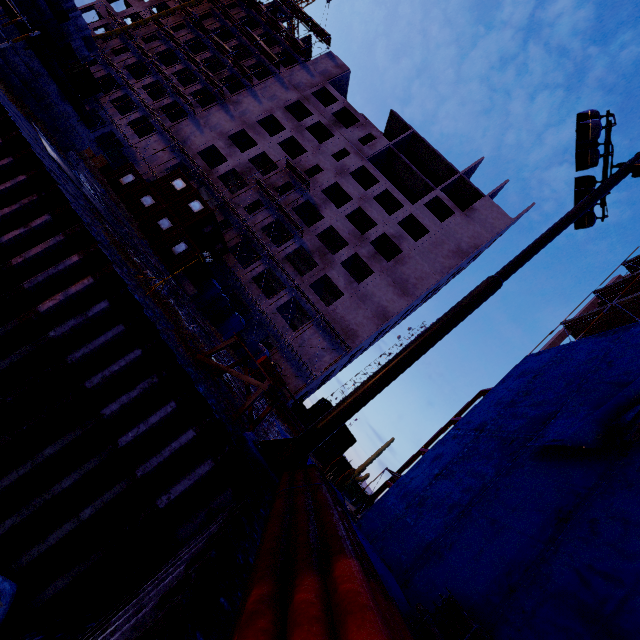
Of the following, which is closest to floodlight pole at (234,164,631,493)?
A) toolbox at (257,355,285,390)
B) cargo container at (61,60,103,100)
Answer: toolbox at (257,355,285,390)

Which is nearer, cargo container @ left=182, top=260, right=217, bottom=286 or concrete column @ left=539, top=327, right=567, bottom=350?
cargo container @ left=182, top=260, right=217, bottom=286

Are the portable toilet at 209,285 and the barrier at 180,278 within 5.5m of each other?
yes

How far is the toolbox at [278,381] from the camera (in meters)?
6.44

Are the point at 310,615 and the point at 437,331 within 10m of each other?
yes

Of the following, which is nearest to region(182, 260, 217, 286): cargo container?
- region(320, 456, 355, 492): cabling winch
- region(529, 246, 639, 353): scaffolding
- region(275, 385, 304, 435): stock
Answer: region(275, 385, 304, 435): stock

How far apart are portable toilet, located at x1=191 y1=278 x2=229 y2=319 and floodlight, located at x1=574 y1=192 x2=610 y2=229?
22.45m

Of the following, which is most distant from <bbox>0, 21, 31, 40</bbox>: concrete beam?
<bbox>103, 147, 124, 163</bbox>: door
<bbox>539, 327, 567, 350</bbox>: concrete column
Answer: <bbox>539, 327, 567, 350</bbox>: concrete column
